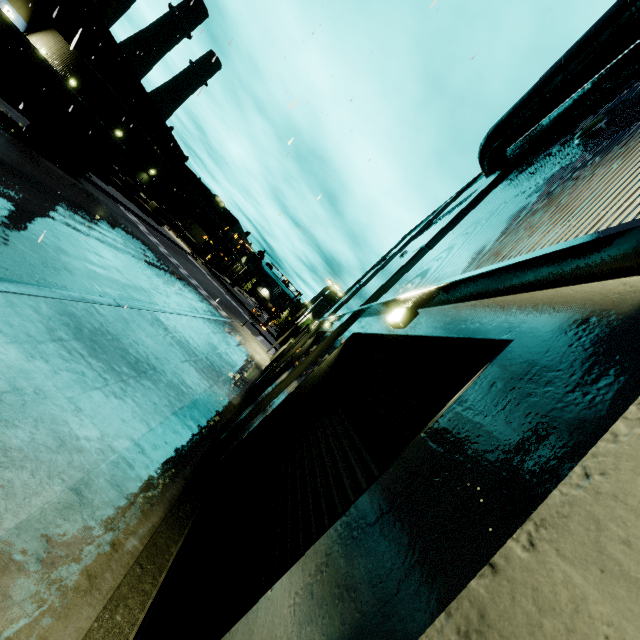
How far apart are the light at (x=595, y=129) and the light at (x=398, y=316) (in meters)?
3.74

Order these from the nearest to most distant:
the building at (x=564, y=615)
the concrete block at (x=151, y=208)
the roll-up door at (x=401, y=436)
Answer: the building at (x=564, y=615) → the roll-up door at (x=401, y=436) → the concrete block at (x=151, y=208)

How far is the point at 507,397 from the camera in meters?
1.6 m

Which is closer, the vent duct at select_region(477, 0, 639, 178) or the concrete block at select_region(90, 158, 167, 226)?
the vent duct at select_region(477, 0, 639, 178)

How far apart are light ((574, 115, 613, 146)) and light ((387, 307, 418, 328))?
3.7m

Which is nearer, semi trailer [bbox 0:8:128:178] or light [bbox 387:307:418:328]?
light [bbox 387:307:418:328]

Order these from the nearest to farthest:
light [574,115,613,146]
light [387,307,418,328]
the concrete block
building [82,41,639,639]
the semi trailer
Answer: building [82,41,639,639]
light [387,307,418,328]
light [574,115,613,146]
the semi trailer
the concrete block

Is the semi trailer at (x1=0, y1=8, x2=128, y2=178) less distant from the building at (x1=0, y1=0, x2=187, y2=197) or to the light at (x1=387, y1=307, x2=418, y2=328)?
the building at (x1=0, y1=0, x2=187, y2=197)
